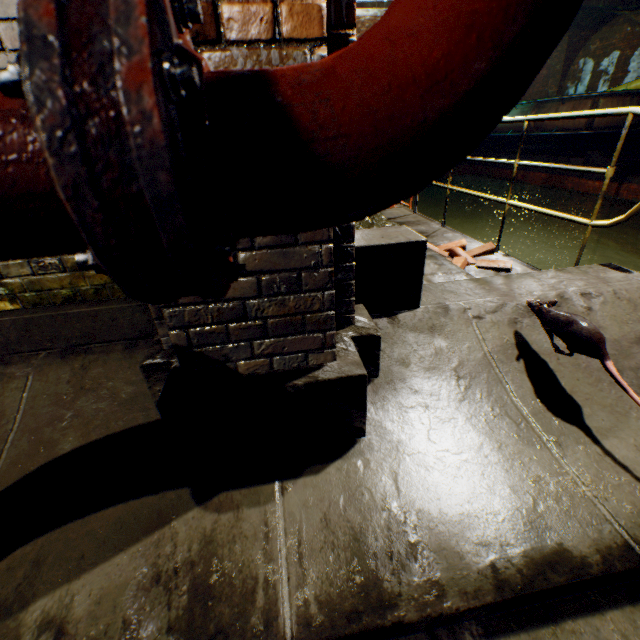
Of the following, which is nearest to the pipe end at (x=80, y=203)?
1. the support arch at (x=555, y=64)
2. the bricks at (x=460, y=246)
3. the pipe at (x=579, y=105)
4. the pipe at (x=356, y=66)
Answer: the pipe at (x=356, y=66)

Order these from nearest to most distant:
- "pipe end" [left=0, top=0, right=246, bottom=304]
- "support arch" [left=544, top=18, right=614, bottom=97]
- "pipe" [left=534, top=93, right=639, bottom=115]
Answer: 1. "pipe end" [left=0, top=0, right=246, bottom=304]
2. "pipe" [left=534, top=93, right=639, bottom=115]
3. "support arch" [left=544, top=18, right=614, bottom=97]

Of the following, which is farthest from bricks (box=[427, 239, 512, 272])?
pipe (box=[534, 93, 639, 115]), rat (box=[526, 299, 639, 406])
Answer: pipe (box=[534, 93, 639, 115])

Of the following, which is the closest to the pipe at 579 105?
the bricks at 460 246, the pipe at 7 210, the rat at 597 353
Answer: the rat at 597 353

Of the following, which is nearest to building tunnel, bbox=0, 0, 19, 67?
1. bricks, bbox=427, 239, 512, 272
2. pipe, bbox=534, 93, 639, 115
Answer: bricks, bbox=427, 239, 512, 272

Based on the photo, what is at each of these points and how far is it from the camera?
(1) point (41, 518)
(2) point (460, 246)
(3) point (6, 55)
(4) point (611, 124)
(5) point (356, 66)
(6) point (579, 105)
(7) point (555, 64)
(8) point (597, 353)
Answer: (1) building tunnel, 1.3 meters
(2) bricks, 3.7 meters
(3) building tunnel, 1.3 meters
(4) pipe, 10.7 meters
(5) pipe, 0.4 meters
(6) pipe, 10.9 meters
(7) support arch, 15.0 meters
(8) rat, 1.5 meters

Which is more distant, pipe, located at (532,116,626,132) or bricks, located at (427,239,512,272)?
pipe, located at (532,116,626,132)

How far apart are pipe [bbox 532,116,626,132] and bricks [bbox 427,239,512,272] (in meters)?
11.51
